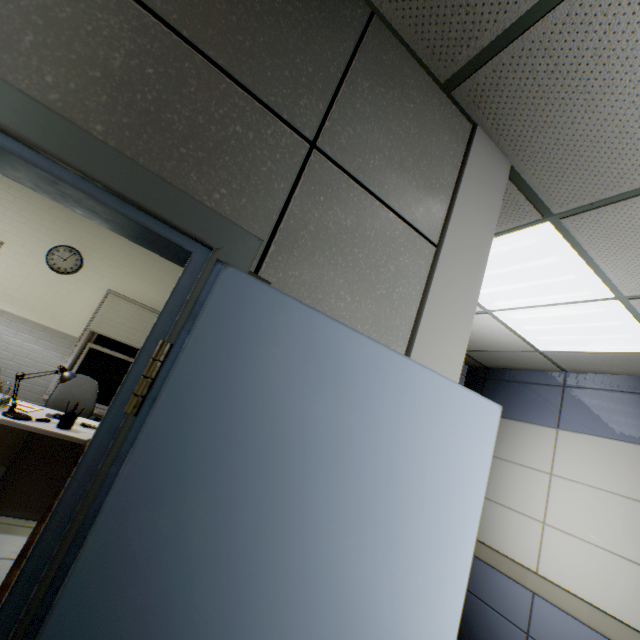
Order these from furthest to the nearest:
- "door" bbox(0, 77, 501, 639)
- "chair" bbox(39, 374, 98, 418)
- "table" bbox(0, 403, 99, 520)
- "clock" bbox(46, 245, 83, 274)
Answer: "clock" bbox(46, 245, 83, 274) → "chair" bbox(39, 374, 98, 418) → "table" bbox(0, 403, 99, 520) → "door" bbox(0, 77, 501, 639)

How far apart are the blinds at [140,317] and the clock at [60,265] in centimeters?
49cm

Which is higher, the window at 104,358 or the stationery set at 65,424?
the window at 104,358

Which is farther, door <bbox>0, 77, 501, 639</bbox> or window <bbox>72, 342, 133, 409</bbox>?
window <bbox>72, 342, 133, 409</bbox>

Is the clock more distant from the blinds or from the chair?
the chair

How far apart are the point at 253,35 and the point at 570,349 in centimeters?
375cm

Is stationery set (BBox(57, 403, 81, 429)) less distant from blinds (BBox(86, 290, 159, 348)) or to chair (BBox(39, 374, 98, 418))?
chair (BBox(39, 374, 98, 418))

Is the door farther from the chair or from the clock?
the clock
